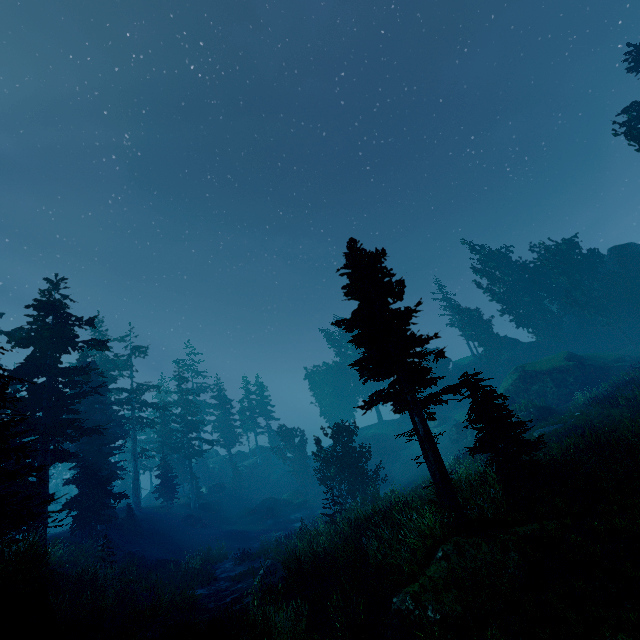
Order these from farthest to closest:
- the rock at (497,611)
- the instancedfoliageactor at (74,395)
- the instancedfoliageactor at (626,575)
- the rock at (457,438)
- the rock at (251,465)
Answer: the rock at (251,465) < the rock at (457,438) < the instancedfoliageactor at (74,395) < the rock at (497,611) < the instancedfoliageactor at (626,575)

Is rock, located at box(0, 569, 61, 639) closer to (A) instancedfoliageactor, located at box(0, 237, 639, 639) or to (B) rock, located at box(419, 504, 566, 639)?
(A) instancedfoliageactor, located at box(0, 237, 639, 639)

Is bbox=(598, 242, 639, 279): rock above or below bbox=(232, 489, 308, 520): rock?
above

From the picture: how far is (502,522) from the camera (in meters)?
8.43

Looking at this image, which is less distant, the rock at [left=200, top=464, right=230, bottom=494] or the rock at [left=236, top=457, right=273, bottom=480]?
the rock at [left=200, top=464, right=230, bottom=494]

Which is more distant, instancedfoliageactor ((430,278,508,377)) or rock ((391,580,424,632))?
instancedfoliageactor ((430,278,508,377))

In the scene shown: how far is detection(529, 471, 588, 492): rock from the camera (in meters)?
10.74

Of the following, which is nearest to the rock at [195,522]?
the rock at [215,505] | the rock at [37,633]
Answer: the rock at [215,505]
